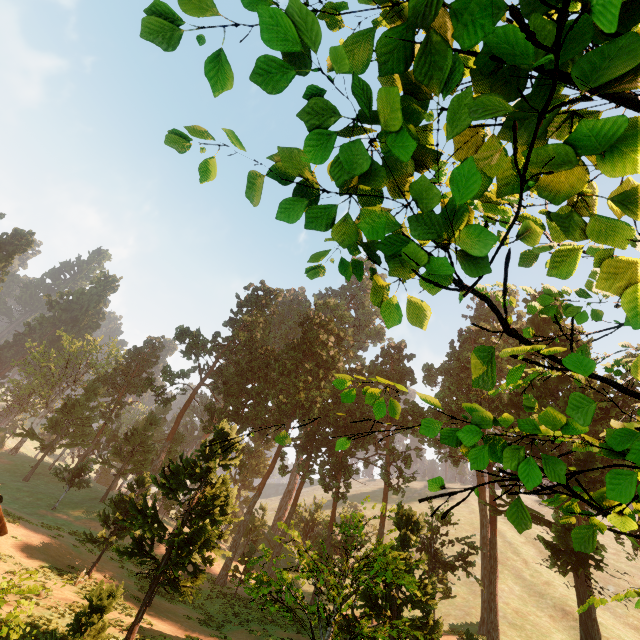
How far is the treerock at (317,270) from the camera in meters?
3.9 m

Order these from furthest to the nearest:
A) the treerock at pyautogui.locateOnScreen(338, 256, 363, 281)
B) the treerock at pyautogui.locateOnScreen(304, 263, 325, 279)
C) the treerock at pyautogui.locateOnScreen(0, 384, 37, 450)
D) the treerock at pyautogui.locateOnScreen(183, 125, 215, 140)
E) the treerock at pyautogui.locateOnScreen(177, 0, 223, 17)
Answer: the treerock at pyautogui.locateOnScreen(0, 384, 37, 450), the treerock at pyautogui.locateOnScreen(304, 263, 325, 279), the treerock at pyautogui.locateOnScreen(338, 256, 363, 281), the treerock at pyautogui.locateOnScreen(183, 125, 215, 140), the treerock at pyautogui.locateOnScreen(177, 0, 223, 17)

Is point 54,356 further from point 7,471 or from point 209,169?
point 209,169

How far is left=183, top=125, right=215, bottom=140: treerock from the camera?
2.18m

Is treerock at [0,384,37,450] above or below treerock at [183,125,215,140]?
above

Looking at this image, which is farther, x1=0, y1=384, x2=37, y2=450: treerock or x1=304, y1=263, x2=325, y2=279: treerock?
x1=0, y1=384, x2=37, y2=450: treerock
